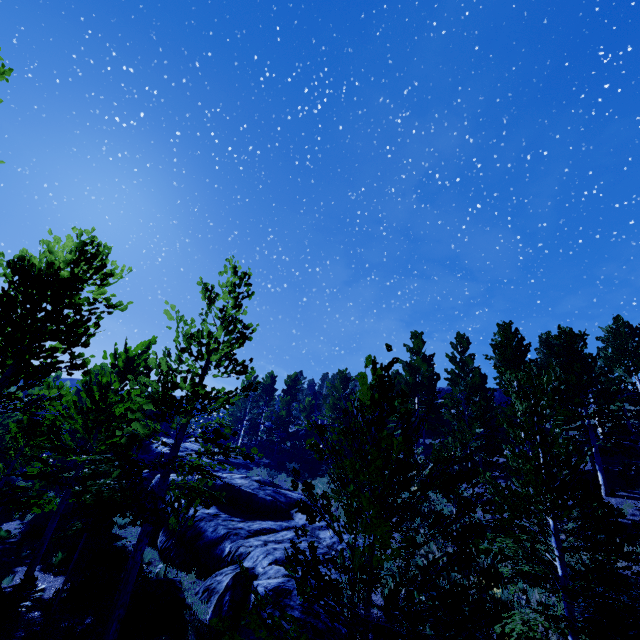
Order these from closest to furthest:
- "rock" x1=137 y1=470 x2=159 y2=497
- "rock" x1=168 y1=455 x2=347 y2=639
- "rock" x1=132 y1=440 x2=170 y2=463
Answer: "rock" x1=168 y1=455 x2=347 y2=639 < "rock" x1=137 y1=470 x2=159 y2=497 < "rock" x1=132 y1=440 x2=170 y2=463

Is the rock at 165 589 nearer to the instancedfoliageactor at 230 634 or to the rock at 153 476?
the rock at 153 476

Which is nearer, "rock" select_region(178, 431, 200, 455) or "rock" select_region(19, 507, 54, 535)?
"rock" select_region(19, 507, 54, 535)

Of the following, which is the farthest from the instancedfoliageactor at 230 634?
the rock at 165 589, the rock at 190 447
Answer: the rock at 165 589

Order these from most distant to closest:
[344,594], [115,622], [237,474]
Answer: [237,474] < [344,594] < [115,622]

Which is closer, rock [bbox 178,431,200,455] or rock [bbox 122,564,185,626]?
rock [bbox 122,564,185,626]

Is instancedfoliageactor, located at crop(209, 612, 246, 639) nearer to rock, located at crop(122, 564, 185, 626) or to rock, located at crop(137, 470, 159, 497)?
→ rock, located at crop(137, 470, 159, 497)
